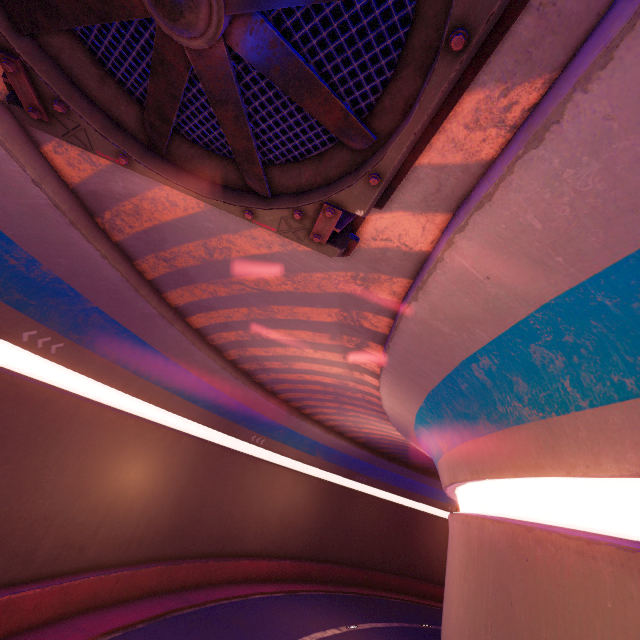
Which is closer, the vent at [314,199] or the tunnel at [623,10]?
the vent at [314,199]

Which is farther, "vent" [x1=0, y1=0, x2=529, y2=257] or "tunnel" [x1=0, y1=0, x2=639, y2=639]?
"tunnel" [x1=0, y1=0, x2=639, y2=639]

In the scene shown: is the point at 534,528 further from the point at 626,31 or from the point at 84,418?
the point at 84,418
